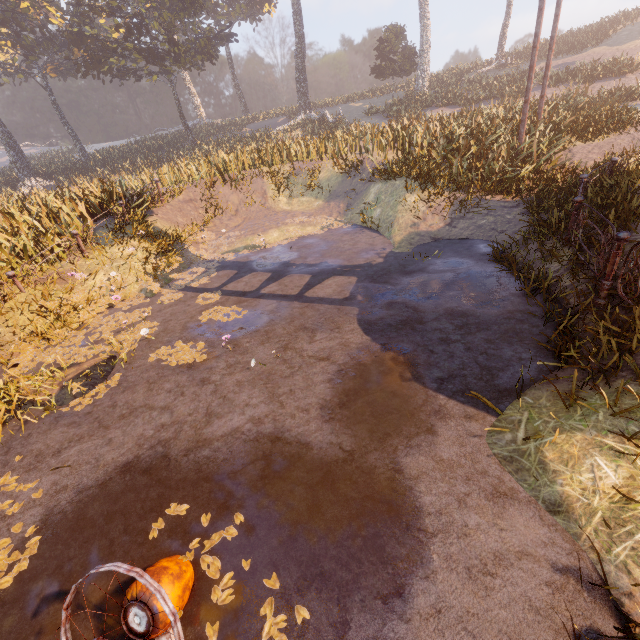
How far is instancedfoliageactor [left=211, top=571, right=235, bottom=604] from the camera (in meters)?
2.72

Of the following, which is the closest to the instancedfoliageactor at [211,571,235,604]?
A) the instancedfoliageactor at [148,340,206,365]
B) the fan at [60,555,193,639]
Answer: the fan at [60,555,193,639]

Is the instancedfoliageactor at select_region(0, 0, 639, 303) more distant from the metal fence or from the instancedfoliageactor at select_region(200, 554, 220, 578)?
the instancedfoliageactor at select_region(200, 554, 220, 578)

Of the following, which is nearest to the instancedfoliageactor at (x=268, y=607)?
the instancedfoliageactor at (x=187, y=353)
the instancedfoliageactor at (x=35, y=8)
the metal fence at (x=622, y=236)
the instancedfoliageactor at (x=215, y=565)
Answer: the instancedfoliageactor at (x=215, y=565)

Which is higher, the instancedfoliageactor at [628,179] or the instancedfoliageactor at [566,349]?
the instancedfoliageactor at [628,179]

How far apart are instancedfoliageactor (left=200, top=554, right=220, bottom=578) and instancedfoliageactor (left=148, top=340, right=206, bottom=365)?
3.0 meters

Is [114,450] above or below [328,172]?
below
